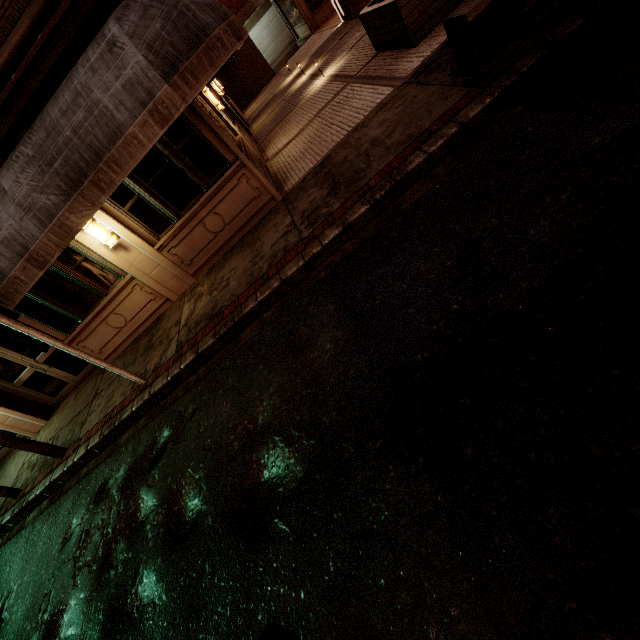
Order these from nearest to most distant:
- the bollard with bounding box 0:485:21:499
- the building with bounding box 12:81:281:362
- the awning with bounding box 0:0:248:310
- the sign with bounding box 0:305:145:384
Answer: the awning with bounding box 0:0:248:310, the sign with bounding box 0:305:145:384, the building with bounding box 12:81:281:362, the bollard with bounding box 0:485:21:499

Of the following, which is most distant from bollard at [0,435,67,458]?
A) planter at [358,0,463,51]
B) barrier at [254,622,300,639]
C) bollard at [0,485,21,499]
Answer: planter at [358,0,463,51]

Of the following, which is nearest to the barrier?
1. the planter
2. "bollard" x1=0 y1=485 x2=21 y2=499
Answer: "bollard" x1=0 y1=485 x2=21 y2=499

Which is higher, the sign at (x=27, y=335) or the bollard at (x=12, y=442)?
the sign at (x=27, y=335)

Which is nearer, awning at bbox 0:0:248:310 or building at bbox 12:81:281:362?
awning at bbox 0:0:248:310

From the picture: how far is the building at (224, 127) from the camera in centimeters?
678cm

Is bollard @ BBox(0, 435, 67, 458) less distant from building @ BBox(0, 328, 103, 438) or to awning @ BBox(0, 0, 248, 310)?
awning @ BBox(0, 0, 248, 310)

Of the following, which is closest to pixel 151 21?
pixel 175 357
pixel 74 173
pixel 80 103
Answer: pixel 80 103
